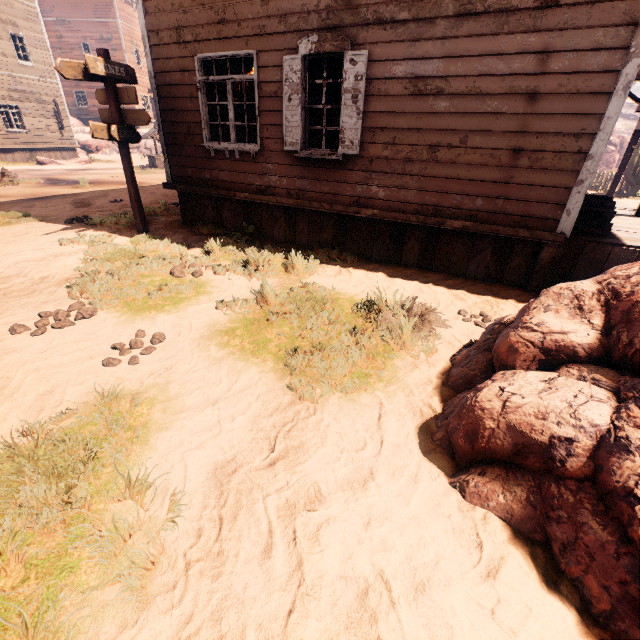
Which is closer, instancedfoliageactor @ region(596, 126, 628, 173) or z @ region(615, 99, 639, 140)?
instancedfoliageactor @ region(596, 126, 628, 173)

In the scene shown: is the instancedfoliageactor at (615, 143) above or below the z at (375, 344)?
above

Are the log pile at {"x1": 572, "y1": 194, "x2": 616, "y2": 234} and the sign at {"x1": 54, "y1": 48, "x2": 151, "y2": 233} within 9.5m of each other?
yes

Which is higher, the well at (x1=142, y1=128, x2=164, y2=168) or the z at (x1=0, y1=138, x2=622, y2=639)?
the well at (x1=142, y1=128, x2=164, y2=168)

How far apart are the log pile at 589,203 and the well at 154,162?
22.80m

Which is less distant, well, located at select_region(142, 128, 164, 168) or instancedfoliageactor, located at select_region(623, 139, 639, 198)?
instancedfoliageactor, located at select_region(623, 139, 639, 198)

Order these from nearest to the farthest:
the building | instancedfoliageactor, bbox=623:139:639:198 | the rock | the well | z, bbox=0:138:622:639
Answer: z, bbox=0:138:622:639 → the building → instancedfoliageactor, bbox=623:139:639:198 → the well → the rock

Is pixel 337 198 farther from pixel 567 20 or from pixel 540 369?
pixel 540 369
